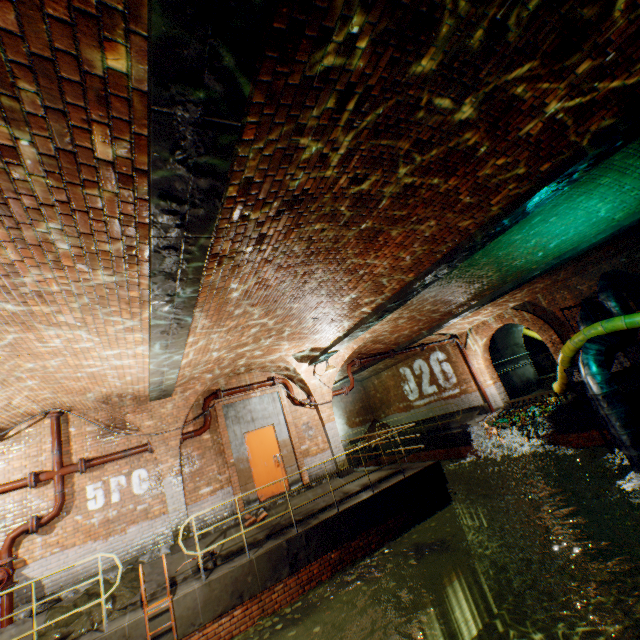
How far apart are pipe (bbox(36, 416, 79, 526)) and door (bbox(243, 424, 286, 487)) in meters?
4.3

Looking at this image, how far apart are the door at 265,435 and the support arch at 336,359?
1.6 meters

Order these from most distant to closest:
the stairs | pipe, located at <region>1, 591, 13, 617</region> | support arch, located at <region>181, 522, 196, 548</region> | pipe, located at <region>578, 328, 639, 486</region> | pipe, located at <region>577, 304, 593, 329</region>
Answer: the stairs → pipe, located at <region>577, 304, 593, 329</region> → support arch, located at <region>181, 522, 196, 548</region> → pipe, located at <region>578, 328, 639, 486</region> → pipe, located at <region>1, 591, 13, 617</region>

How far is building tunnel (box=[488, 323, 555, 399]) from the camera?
17.8m

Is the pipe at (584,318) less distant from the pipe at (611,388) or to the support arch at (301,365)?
the pipe at (611,388)

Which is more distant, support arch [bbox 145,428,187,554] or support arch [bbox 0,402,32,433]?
support arch [bbox 145,428,187,554]

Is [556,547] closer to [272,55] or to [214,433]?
[214,433]

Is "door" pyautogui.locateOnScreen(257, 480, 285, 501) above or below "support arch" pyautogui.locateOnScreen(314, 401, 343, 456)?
below
